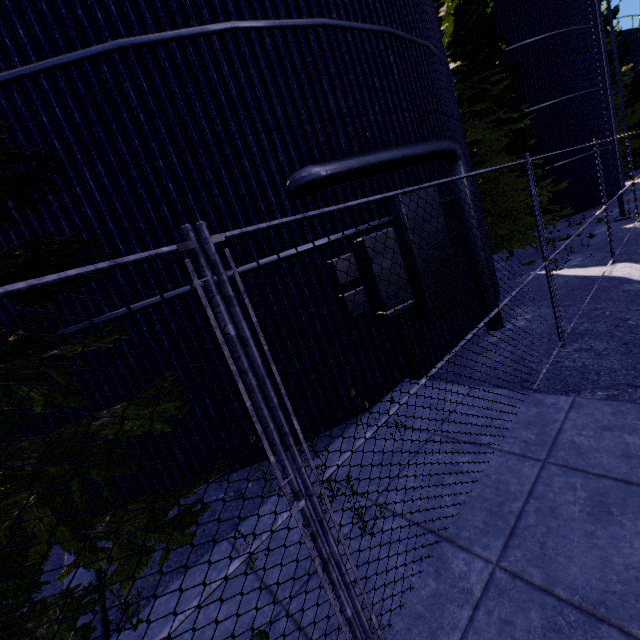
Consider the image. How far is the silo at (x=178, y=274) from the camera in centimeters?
453cm

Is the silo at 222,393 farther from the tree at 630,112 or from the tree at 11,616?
the tree at 11,616

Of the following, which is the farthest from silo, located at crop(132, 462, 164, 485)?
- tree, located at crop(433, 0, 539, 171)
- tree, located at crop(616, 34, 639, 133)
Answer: tree, located at crop(433, 0, 539, 171)

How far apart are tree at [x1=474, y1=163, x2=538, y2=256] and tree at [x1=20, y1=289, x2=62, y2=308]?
12.1m

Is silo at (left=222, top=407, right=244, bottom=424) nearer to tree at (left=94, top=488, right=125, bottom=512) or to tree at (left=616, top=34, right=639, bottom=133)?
tree at (left=616, top=34, right=639, bottom=133)

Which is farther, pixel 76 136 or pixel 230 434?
pixel 230 434

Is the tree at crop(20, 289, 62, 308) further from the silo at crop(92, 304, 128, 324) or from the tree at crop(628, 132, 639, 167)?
the tree at crop(628, 132, 639, 167)
